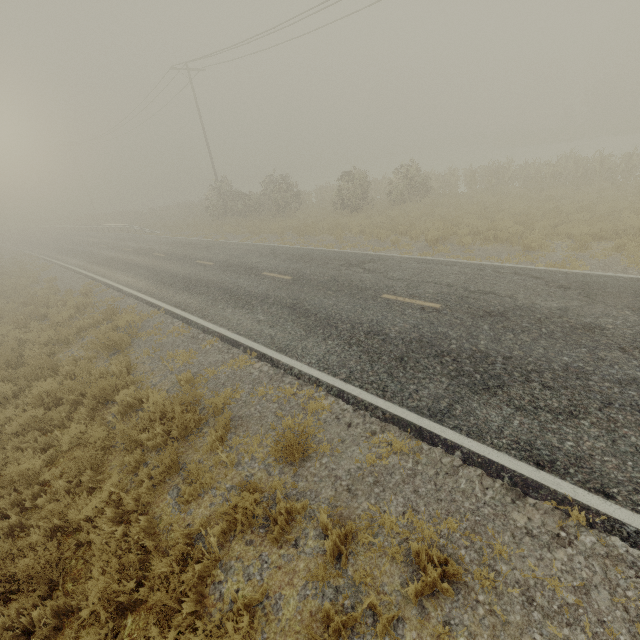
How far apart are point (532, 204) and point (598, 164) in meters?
5.4
